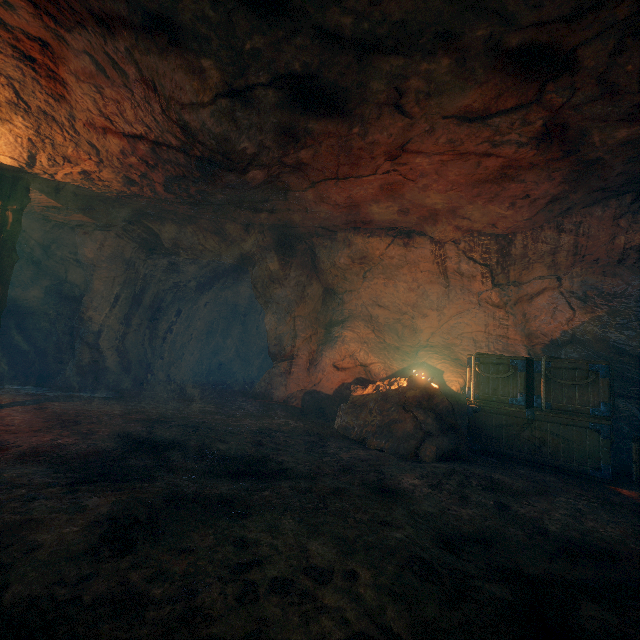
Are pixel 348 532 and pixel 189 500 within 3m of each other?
yes

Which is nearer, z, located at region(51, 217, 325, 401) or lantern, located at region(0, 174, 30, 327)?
lantern, located at region(0, 174, 30, 327)

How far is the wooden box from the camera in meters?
4.9 m

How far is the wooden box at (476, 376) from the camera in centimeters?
491cm

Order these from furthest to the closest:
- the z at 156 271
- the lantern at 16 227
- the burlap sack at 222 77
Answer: the z at 156 271, the lantern at 16 227, the burlap sack at 222 77

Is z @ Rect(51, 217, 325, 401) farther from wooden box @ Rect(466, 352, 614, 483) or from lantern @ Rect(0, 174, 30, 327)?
wooden box @ Rect(466, 352, 614, 483)

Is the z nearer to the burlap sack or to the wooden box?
the burlap sack
